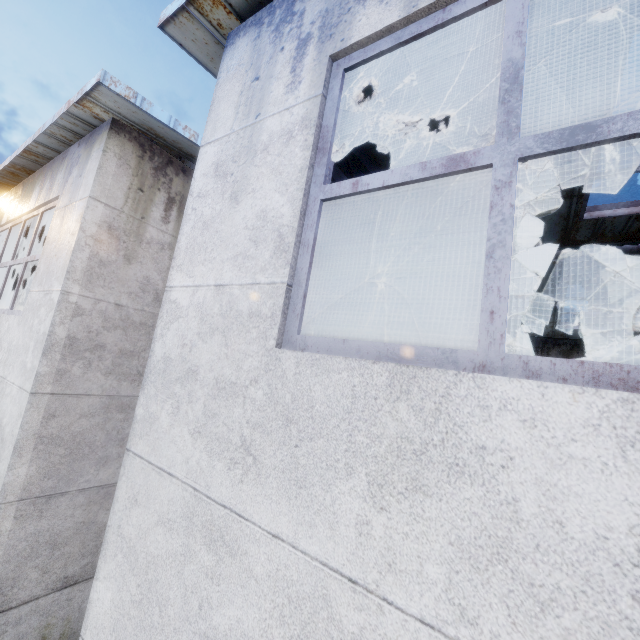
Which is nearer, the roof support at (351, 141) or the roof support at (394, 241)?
the roof support at (351, 141)

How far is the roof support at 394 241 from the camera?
5.36m

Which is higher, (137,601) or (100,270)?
(100,270)

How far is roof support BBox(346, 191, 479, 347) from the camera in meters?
5.4

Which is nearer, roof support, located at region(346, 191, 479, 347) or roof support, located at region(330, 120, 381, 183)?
roof support, located at region(330, 120, 381, 183)
